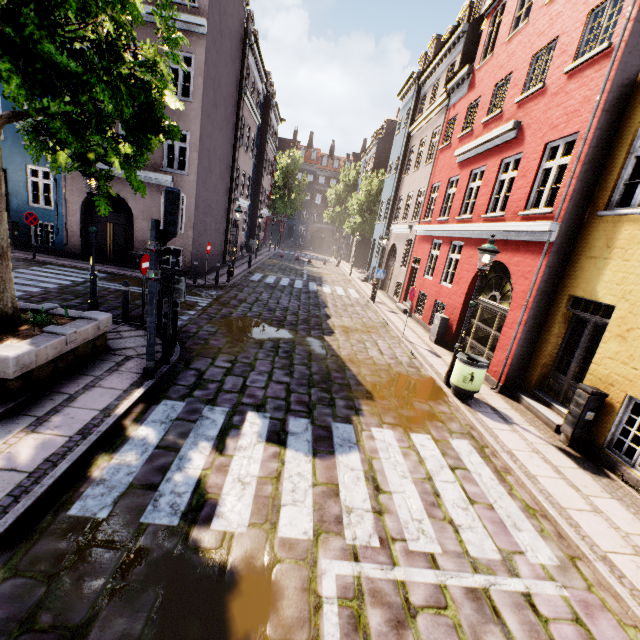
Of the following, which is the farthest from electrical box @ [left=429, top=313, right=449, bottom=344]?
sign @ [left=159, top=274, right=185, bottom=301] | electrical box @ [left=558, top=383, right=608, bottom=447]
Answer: sign @ [left=159, top=274, right=185, bottom=301]

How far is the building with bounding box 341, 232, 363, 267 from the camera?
36.84m

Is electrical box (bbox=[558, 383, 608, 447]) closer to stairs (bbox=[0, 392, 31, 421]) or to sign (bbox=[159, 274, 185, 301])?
sign (bbox=[159, 274, 185, 301])

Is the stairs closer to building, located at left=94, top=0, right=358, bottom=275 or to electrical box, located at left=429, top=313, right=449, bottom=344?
electrical box, located at left=429, top=313, right=449, bottom=344

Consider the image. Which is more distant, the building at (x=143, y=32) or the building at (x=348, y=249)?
the building at (x=348, y=249)

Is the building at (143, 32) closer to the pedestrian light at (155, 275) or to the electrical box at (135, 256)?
the electrical box at (135, 256)

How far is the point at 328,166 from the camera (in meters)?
55.72

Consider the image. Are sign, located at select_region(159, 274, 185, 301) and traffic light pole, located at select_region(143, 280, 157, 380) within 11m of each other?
yes
